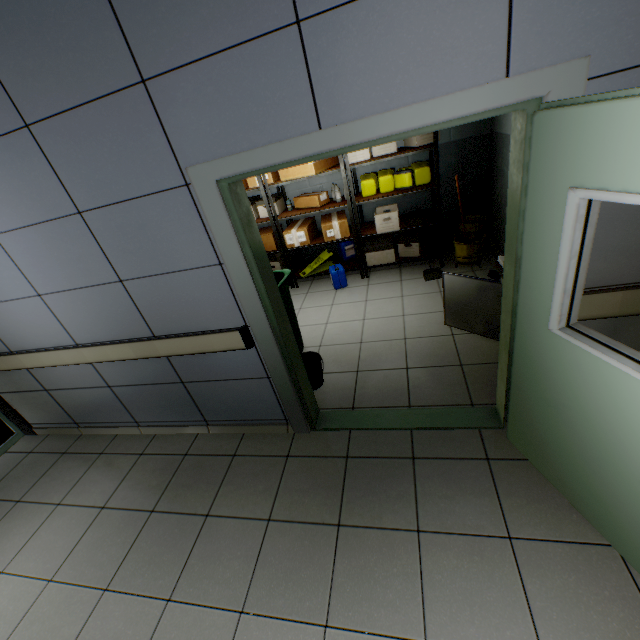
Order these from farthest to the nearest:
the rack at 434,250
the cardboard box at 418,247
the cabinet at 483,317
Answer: the cardboard box at 418,247
the rack at 434,250
the cabinet at 483,317

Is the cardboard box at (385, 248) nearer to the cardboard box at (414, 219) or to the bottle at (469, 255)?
the cardboard box at (414, 219)

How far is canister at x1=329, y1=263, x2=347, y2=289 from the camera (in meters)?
4.91

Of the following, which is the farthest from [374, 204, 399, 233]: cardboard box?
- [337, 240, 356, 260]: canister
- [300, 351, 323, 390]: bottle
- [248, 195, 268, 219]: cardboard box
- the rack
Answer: [300, 351, 323, 390]: bottle

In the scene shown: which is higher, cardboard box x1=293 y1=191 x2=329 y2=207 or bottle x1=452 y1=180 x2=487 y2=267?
cardboard box x1=293 y1=191 x2=329 y2=207

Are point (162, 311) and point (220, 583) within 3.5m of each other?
yes

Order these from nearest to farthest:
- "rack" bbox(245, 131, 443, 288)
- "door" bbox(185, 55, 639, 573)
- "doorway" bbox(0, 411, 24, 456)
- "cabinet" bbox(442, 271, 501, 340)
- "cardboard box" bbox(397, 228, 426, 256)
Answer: "door" bbox(185, 55, 639, 573)
"cabinet" bbox(442, 271, 501, 340)
"doorway" bbox(0, 411, 24, 456)
"rack" bbox(245, 131, 443, 288)
"cardboard box" bbox(397, 228, 426, 256)

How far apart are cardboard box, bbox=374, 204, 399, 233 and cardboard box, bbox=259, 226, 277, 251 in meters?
1.1 m
